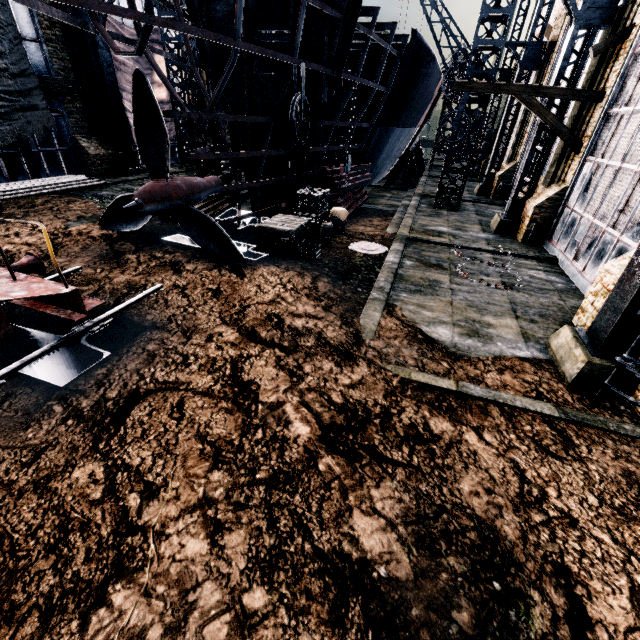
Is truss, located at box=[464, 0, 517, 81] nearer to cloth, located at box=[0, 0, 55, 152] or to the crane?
the crane

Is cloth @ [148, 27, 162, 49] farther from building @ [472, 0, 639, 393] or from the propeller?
the propeller

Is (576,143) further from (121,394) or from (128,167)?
(128,167)

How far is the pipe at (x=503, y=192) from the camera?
24.2 meters

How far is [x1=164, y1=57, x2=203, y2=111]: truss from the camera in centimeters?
2233cm

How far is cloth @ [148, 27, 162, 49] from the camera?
23.33m

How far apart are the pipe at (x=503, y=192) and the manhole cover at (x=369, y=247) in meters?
→ 15.7 m

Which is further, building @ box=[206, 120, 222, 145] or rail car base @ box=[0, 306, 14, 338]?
building @ box=[206, 120, 222, 145]
